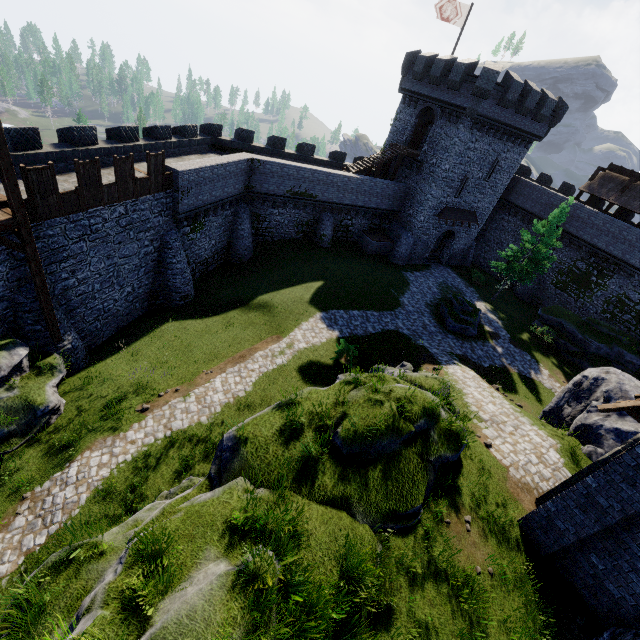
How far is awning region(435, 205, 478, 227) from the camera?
32.19m

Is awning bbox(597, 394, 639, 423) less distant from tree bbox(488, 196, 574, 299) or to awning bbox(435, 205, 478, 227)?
tree bbox(488, 196, 574, 299)

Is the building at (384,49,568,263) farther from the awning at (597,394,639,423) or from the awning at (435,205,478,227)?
the awning at (597,394,639,423)

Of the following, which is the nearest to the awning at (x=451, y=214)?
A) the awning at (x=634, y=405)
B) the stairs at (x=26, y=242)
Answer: the awning at (x=634, y=405)

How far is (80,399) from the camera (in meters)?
14.37

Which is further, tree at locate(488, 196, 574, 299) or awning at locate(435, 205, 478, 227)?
awning at locate(435, 205, 478, 227)

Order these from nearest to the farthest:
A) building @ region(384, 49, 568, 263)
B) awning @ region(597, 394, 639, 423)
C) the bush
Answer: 1. awning @ region(597, 394, 639, 423)
2. the bush
3. building @ region(384, 49, 568, 263)

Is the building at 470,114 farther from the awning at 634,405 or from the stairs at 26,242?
the stairs at 26,242
